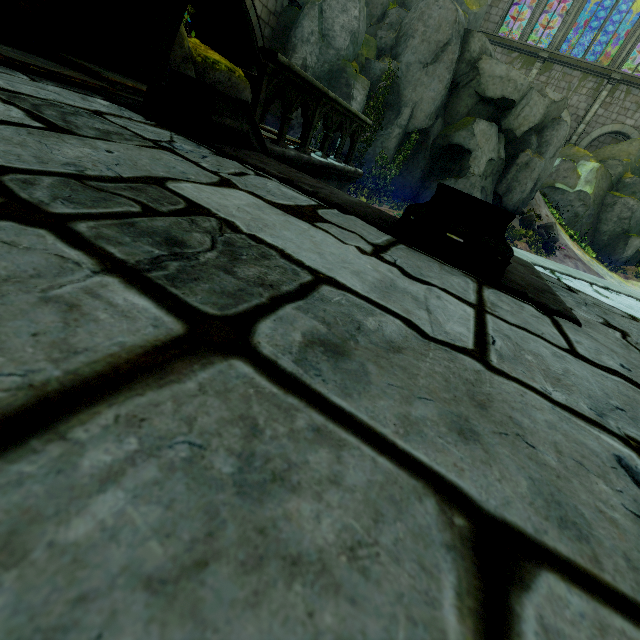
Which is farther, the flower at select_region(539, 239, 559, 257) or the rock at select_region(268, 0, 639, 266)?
the flower at select_region(539, 239, 559, 257)

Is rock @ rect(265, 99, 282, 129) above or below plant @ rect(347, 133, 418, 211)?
above

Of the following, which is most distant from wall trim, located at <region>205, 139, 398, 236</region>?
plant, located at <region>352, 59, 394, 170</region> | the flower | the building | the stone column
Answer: plant, located at <region>352, 59, 394, 170</region>

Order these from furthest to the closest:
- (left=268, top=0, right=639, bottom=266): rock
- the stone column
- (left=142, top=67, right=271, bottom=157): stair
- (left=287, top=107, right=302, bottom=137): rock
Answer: (left=287, top=107, right=302, bottom=137): rock → (left=268, top=0, right=639, bottom=266): rock → the stone column → (left=142, top=67, right=271, bottom=157): stair

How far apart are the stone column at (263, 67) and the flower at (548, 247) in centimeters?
1745cm

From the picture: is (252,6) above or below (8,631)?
above

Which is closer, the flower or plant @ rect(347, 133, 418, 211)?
plant @ rect(347, 133, 418, 211)

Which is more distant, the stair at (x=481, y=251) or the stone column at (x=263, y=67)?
the stone column at (x=263, y=67)
